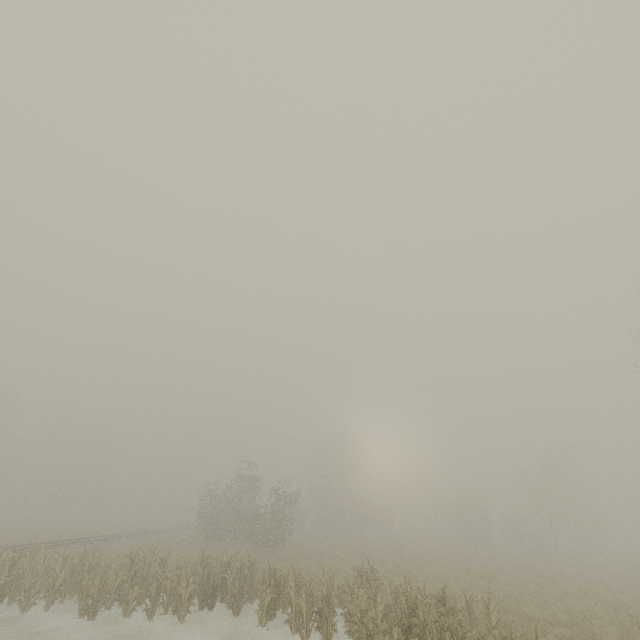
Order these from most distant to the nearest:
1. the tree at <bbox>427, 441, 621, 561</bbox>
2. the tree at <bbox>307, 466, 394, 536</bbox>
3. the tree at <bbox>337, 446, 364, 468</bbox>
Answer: the tree at <bbox>337, 446, 364, 468</bbox> → the tree at <bbox>307, 466, 394, 536</bbox> → the tree at <bbox>427, 441, 621, 561</bbox>

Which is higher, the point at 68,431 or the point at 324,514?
the point at 68,431

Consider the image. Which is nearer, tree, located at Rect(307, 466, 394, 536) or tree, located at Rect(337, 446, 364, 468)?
tree, located at Rect(307, 466, 394, 536)

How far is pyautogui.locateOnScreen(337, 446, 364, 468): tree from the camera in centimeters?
5809cm

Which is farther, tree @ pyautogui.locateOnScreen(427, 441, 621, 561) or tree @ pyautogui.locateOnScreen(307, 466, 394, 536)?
tree @ pyautogui.locateOnScreen(307, 466, 394, 536)

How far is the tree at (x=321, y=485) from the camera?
43.19m
